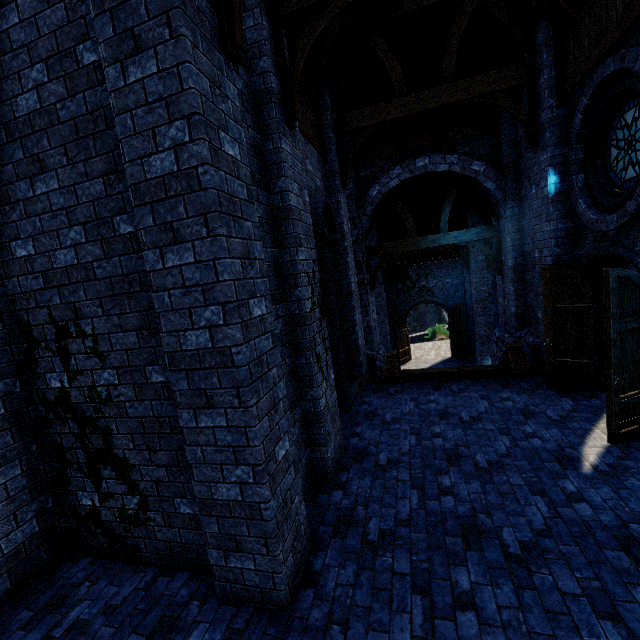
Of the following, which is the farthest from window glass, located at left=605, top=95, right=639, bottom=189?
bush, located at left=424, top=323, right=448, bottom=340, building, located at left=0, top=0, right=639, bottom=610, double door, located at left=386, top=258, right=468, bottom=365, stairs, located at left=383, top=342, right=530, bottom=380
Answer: bush, located at left=424, top=323, right=448, bottom=340

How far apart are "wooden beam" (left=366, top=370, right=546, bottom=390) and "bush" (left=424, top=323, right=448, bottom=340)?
18.86m

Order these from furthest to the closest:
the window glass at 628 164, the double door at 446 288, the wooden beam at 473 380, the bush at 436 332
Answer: the bush at 436 332 < the double door at 446 288 < the wooden beam at 473 380 < the window glass at 628 164

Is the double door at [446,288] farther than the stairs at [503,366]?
Yes

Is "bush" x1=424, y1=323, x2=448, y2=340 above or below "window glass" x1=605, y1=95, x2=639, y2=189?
below

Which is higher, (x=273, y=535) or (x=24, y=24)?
(x=24, y=24)

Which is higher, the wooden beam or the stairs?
the stairs

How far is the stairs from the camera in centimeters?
762cm
